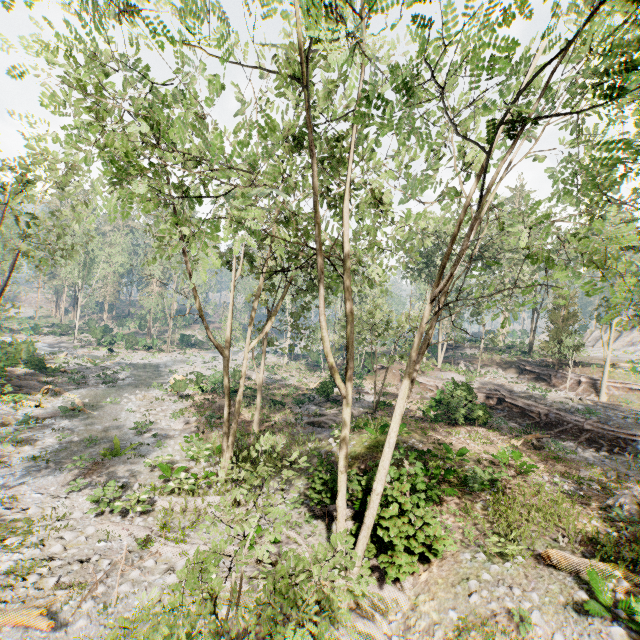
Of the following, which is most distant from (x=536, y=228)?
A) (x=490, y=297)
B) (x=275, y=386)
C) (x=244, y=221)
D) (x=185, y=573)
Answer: (x=185, y=573)

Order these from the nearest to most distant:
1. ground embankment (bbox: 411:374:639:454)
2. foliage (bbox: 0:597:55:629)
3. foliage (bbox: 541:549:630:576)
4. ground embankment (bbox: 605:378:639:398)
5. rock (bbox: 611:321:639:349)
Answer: foliage (bbox: 0:597:55:629), foliage (bbox: 541:549:630:576), ground embankment (bbox: 411:374:639:454), ground embankment (bbox: 605:378:639:398), rock (bbox: 611:321:639:349)

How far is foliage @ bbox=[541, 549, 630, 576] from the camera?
9.3m

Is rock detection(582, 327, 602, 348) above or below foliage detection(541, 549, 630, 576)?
above

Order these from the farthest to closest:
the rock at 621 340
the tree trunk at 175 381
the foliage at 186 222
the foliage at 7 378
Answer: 1. the rock at 621 340
2. the tree trunk at 175 381
3. the foliage at 7 378
4. the foliage at 186 222

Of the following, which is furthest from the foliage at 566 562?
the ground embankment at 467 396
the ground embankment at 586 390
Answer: the ground embankment at 467 396

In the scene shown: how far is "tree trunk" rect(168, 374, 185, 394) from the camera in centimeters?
2744cm

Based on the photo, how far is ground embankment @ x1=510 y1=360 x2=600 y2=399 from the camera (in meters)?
29.16
